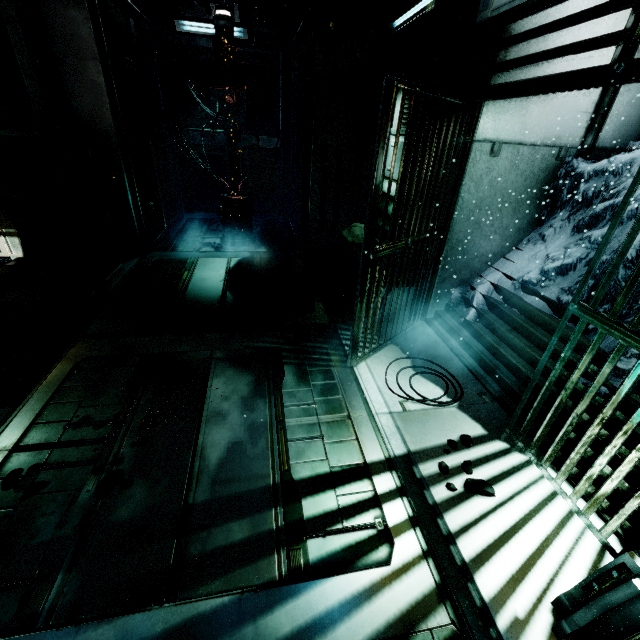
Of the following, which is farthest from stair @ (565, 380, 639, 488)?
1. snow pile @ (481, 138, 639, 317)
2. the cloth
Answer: the cloth

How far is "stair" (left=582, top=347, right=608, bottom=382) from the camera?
3.23m

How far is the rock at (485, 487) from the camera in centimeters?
269cm

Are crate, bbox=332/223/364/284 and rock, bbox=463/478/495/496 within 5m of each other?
yes

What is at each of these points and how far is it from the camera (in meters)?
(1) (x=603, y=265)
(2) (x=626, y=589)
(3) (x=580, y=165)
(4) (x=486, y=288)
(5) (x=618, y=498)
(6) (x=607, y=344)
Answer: (1) snow pile, 3.35
(2) wall detail, 1.75
(3) snow pile, 4.17
(4) snow pile, 4.78
(5) stair, 2.60
(6) snow pile, 3.32

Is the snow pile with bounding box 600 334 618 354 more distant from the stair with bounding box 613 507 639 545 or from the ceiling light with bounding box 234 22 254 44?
the ceiling light with bounding box 234 22 254 44

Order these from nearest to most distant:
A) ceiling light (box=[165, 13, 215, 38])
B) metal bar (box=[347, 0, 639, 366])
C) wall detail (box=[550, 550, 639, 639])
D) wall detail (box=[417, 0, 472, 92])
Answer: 1. wall detail (box=[550, 550, 639, 639])
2. metal bar (box=[347, 0, 639, 366])
3. wall detail (box=[417, 0, 472, 92])
4. ceiling light (box=[165, 13, 215, 38])

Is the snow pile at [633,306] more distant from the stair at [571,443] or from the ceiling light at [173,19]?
the ceiling light at [173,19]
